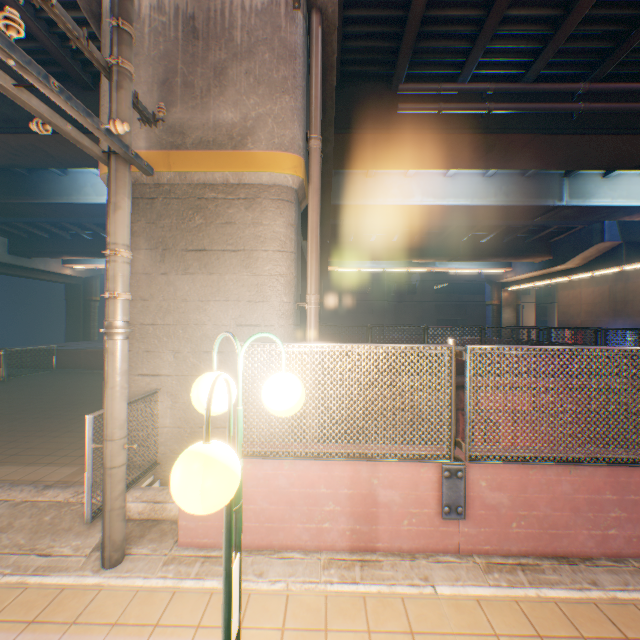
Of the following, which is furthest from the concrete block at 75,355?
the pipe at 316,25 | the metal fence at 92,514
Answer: the metal fence at 92,514

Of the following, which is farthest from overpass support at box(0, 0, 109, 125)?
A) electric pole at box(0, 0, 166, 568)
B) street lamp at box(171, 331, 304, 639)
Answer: street lamp at box(171, 331, 304, 639)

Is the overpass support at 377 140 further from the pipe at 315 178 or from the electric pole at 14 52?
the electric pole at 14 52

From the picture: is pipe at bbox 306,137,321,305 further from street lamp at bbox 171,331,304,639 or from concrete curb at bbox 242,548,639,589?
street lamp at bbox 171,331,304,639

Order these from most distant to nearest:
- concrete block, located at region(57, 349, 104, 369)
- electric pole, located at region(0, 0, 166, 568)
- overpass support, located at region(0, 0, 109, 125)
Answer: concrete block, located at region(57, 349, 104, 369), overpass support, located at region(0, 0, 109, 125), electric pole, located at region(0, 0, 166, 568)

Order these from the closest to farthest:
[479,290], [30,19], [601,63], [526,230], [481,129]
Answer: [30,19], [601,63], [481,129], [526,230], [479,290]

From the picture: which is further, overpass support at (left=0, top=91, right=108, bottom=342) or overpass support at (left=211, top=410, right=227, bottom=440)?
overpass support at (left=0, top=91, right=108, bottom=342)

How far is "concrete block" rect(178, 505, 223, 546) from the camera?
3.4 meters
